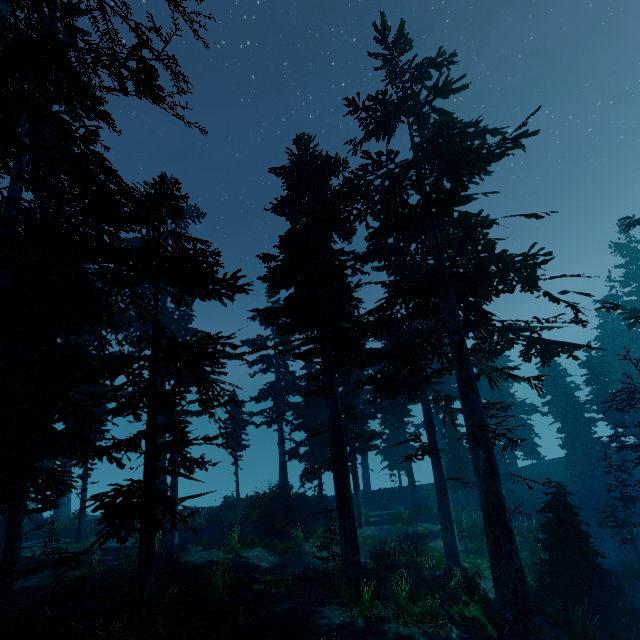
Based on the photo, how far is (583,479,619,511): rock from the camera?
25.14m

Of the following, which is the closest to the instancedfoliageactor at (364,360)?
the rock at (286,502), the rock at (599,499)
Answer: the rock at (599,499)

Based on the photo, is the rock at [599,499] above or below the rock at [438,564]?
below

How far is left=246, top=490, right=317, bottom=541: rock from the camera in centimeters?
1942cm

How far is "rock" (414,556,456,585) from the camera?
13.9 meters

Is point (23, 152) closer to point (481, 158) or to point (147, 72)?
point (147, 72)

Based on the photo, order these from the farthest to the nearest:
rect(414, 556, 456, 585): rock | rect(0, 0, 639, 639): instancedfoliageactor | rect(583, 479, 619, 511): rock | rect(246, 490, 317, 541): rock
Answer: rect(583, 479, 619, 511): rock, rect(246, 490, 317, 541): rock, rect(414, 556, 456, 585): rock, rect(0, 0, 639, 639): instancedfoliageactor

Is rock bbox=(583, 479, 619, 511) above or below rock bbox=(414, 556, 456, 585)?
below
